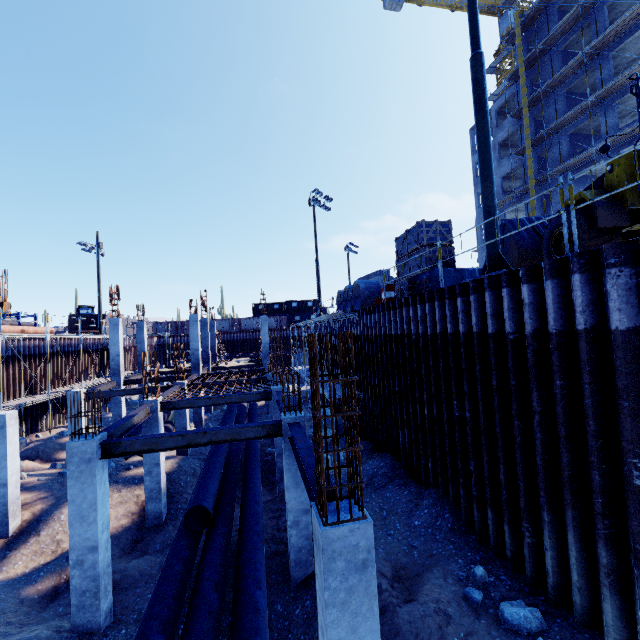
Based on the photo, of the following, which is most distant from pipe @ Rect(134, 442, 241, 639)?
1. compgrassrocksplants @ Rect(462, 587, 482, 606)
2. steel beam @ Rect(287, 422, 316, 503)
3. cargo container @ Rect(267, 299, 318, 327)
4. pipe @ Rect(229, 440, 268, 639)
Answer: cargo container @ Rect(267, 299, 318, 327)

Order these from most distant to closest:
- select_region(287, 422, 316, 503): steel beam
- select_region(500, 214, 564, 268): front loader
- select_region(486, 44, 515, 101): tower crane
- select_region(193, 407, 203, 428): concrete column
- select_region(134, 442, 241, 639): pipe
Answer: select_region(486, 44, 515, 101): tower crane, select_region(193, 407, 203, 428): concrete column, select_region(500, 214, 564, 268): front loader, select_region(134, 442, 241, 639): pipe, select_region(287, 422, 316, 503): steel beam

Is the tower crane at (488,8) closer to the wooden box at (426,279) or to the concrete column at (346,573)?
the wooden box at (426,279)

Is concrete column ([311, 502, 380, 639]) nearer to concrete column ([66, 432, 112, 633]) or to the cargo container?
concrete column ([66, 432, 112, 633])

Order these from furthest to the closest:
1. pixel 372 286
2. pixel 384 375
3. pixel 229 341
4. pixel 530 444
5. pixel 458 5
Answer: pixel 229 341
pixel 458 5
pixel 372 286
pixel 384 375
pixel 530 444

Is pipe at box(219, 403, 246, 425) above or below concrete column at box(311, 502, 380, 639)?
below

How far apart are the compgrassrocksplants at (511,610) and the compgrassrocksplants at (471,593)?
0.29m

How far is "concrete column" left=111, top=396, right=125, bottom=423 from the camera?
21.0m
